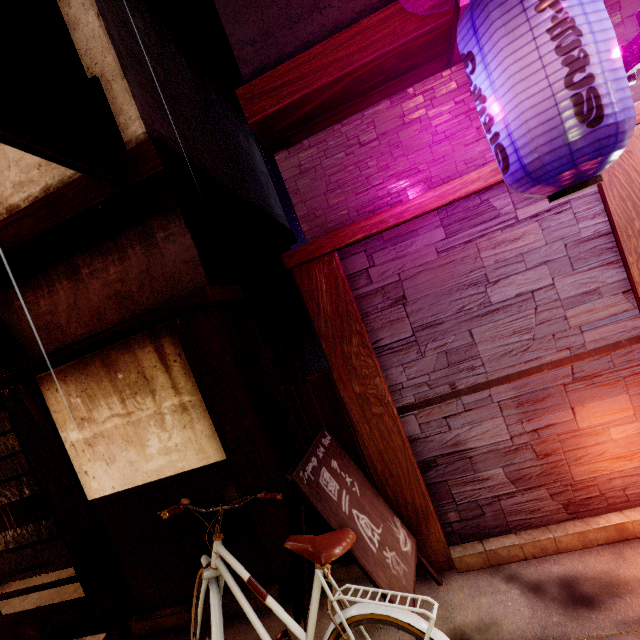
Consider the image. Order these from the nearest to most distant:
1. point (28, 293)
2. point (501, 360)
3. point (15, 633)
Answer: point (501, 360), point (28, 293), point (15, 633)

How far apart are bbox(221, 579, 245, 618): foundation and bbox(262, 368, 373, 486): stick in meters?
0.9

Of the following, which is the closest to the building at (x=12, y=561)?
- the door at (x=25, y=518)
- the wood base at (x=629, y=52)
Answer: the door at (x=25, y=518)

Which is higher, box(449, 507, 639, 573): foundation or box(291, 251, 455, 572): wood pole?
box(291, 251, 455, 572): wood pole

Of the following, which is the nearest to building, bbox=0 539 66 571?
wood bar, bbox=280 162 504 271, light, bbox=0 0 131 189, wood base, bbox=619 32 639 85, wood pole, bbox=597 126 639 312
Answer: wood bar, bbox=280 162 504 271

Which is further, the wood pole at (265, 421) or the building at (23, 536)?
the building at (23, 536)

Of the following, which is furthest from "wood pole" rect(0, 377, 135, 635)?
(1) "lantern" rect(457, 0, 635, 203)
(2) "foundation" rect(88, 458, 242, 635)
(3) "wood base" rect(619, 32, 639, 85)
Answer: (3) "wood base" rect(619, 32, 639, 85)

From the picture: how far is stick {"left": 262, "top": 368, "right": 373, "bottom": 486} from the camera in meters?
5.5 m
